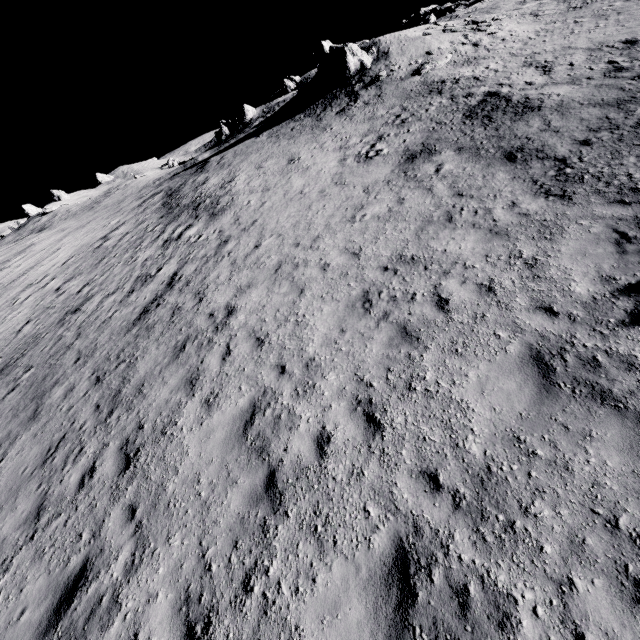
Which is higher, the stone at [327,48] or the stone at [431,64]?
the stone at [327,48]

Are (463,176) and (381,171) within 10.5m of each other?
yes

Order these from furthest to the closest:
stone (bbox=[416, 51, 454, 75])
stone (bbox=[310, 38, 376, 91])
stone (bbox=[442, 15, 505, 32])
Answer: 1. stone (bbox=[310, 38, 376, 91])
2. stone (bbox=[442, 15, 505, 32])
3. stone (bbox=[416, 51, 454, 75])

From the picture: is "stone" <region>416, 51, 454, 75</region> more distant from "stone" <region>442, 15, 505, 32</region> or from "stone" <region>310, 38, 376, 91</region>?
"stone" <region>310, 38, 376, 91</region>

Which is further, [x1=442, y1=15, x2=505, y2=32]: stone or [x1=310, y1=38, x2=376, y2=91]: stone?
[x1=310, y1=38, x2=376, y2=91]: stone

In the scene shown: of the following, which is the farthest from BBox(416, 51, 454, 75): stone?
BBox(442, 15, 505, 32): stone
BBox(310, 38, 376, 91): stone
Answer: BBox(310, 38, 376, 91): stone

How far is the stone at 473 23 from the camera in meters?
24.9

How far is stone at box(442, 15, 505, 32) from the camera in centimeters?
2489cm
